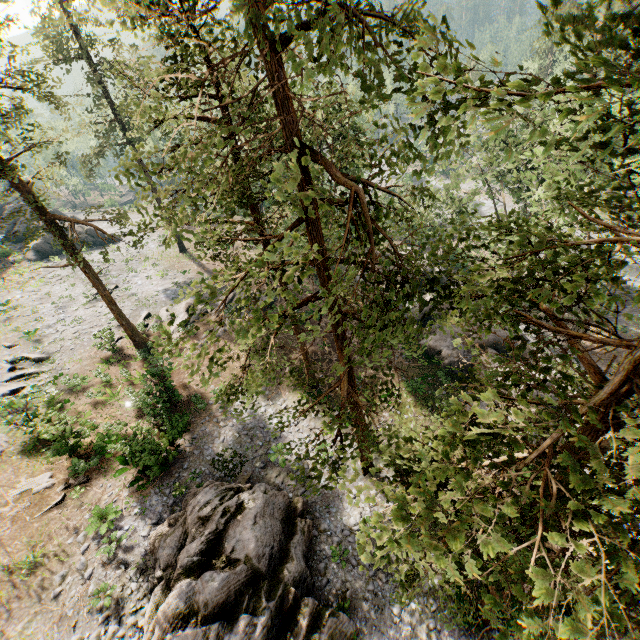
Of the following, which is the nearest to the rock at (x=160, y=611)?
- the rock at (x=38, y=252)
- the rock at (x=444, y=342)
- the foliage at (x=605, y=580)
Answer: the foliage at (x=605, y=580)

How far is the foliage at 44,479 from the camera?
16.67m

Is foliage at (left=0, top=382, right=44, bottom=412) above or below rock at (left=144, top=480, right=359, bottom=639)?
above

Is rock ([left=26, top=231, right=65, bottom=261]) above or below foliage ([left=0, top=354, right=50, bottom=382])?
above

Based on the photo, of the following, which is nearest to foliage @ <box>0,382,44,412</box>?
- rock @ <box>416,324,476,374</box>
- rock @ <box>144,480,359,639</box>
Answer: rock @ <box>416,324,476,374</box>

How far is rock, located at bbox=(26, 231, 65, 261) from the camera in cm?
3862

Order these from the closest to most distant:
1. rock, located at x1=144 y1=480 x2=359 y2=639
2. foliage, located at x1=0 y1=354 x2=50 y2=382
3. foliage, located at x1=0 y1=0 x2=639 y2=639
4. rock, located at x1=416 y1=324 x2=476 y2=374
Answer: foliage, located at x1=0 y1=0 x2=639 y2=639 < rock, located at x1=144 y1=480 x2=359 y2=639 < foliage, located at x1=0 y1=354 x2=50 y2=382 < rock, located at x1=416 y1=324 x2=476 y2=374

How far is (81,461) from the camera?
17.4 meters
